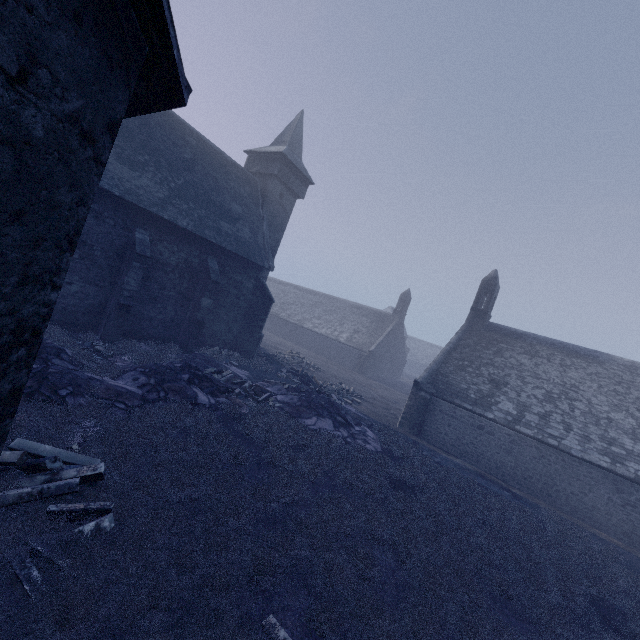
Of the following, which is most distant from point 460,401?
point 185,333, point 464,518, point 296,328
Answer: point 296,328

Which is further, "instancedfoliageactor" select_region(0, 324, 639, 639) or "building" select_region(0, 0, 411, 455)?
"instancedfoliageactor" select_region(0, 324, 639, 639)

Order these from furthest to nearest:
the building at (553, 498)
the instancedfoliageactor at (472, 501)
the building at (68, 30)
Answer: the building at (553, 498) < the instancedfoliageactor at (472, 501) < the building at (68, 30)

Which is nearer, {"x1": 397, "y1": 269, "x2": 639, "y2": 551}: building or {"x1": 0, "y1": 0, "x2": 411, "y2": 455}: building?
{"x1": 0, "y1": 0, "x2": 411, "y2": 455}: building

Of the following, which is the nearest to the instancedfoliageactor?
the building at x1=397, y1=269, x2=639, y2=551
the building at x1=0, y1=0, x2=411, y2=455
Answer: the building at x1=0, y1=0, x2=411, y2=455

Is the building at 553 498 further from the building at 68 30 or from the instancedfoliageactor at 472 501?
the building at 68 30
